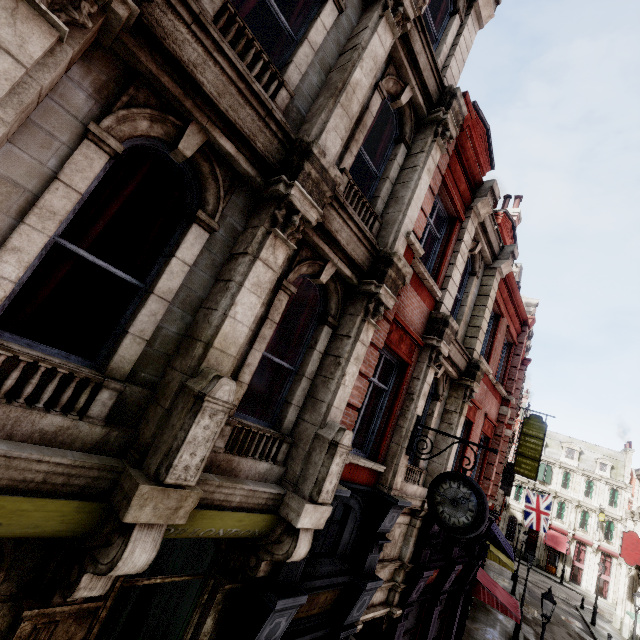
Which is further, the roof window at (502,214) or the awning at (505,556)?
the awning at (505,556)

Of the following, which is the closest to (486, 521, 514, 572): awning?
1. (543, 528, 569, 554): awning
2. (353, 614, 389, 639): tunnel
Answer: (353, 614, 389, 639): tunnel

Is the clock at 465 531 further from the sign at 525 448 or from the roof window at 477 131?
the sign at 525 448

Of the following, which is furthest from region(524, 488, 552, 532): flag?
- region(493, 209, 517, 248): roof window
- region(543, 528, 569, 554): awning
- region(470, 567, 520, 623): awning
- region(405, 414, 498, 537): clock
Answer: region(405, 414, 498, 537): clock

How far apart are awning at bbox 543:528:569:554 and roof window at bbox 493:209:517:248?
45.9 meters

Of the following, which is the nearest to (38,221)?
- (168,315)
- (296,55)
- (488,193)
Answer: (168,315)

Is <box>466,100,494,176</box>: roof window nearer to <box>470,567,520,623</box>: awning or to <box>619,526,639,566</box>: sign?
<box>470,567,520,623</box>: awning

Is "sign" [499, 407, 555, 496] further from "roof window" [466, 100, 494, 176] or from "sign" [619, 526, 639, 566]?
"roof window" [466, 100, 494, 176]
